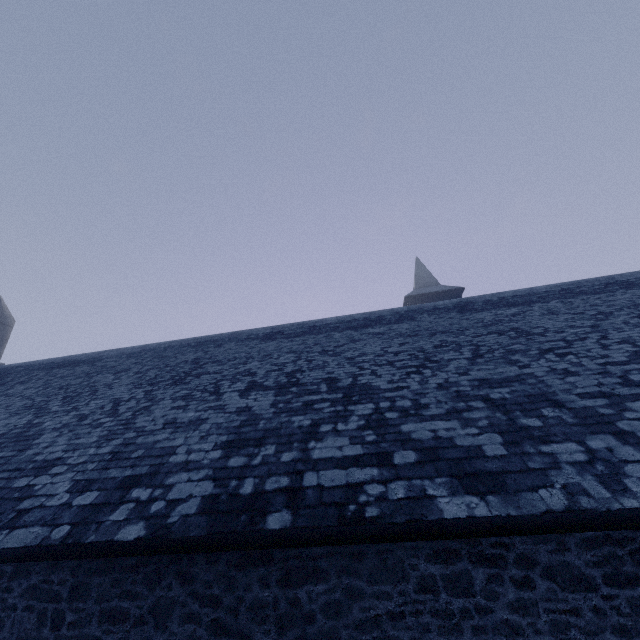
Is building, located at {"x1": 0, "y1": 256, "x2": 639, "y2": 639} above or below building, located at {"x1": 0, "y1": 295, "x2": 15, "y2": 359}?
below

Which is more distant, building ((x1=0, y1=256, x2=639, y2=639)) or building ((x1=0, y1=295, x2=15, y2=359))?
building ((x1=0, y1=295, x2=15, y2=359))

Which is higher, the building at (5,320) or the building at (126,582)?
the building at (5,320)

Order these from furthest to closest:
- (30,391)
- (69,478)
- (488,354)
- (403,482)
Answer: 1. (30,391)
2. (488,354)
3. (69,478)
4. (403,482)

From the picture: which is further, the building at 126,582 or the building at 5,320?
the building at 5,320
